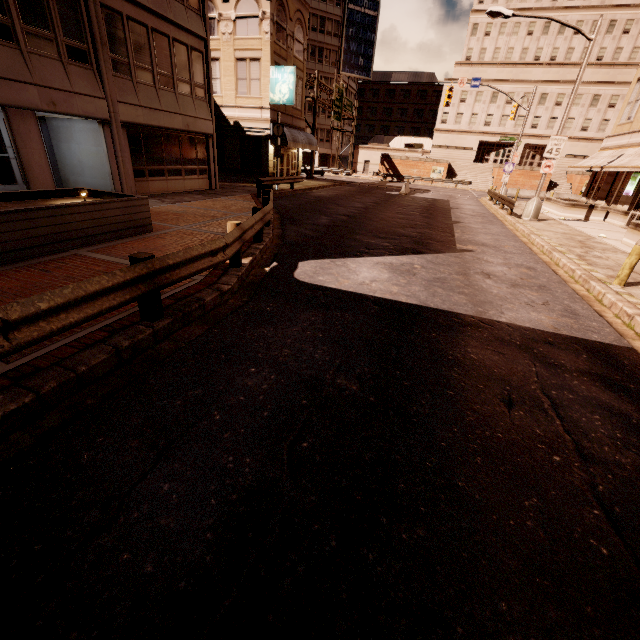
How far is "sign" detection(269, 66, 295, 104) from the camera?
23.1 meters

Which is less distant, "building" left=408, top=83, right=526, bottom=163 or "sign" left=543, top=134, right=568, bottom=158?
"sign" left=543, top=134, right=568, bottom=158

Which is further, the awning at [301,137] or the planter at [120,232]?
the awning at [301,137]

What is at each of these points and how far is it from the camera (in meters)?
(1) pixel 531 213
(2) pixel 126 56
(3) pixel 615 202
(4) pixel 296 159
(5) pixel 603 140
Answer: (1) street light, 18.89
(2) building, 13.65
(3) building, 21.03
(4) building, 31.27
(5) building, 24.20

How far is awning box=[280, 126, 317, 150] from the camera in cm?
2512

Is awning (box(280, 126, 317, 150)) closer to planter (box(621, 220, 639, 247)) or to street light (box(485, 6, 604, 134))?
street light (box(485, 6, 604, 134))

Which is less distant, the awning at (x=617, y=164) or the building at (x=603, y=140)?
the awning at (x=617, y=164)

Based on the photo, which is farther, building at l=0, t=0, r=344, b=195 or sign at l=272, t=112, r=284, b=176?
Result: sign at l=272, t=112, r=284, b=176
